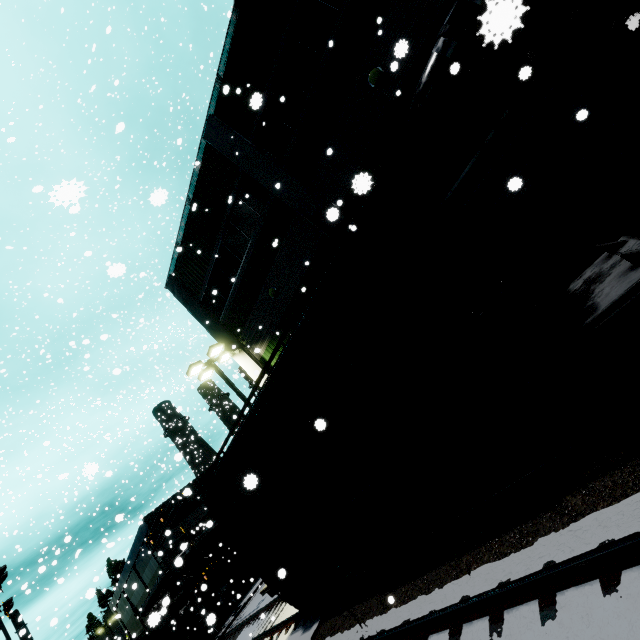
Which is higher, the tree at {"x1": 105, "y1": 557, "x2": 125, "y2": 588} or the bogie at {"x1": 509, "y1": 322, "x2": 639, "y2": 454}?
the tree at {"x1": 105, "y1": 557, "x2": 125, "y2": 588}

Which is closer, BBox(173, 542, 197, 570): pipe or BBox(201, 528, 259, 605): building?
BBox(173, 542, 197, 570): pipe

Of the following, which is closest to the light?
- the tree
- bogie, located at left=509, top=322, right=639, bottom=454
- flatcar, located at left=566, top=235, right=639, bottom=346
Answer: flatcar, located at left=566, top=235, right=639, bottom=346

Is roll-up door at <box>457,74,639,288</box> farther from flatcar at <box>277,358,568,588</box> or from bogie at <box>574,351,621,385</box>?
bogie at <box>574,351,621,385</box>

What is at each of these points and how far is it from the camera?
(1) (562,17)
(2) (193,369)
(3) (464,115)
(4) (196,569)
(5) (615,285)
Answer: (1) cargo car, 4.25m
(2) light, 14.83m
(3) building, 8.45m
(4) building, 27.89m
(5) flatcar, 4.21m

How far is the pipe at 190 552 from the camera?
5.8m

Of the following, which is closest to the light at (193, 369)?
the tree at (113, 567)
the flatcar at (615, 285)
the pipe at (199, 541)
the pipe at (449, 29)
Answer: the flatcar at (615, 285)

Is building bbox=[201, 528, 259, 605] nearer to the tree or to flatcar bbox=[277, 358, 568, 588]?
the tree
